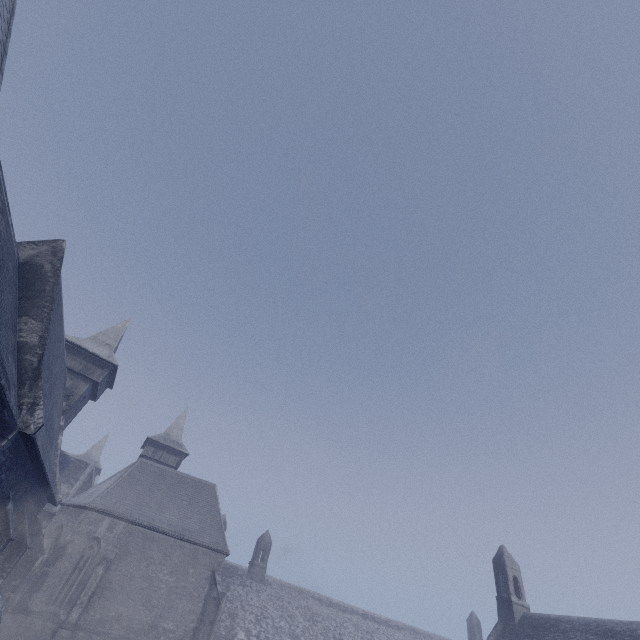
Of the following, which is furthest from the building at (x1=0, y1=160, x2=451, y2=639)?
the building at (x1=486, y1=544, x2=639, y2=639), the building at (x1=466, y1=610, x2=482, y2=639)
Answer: the building at (x1=466, y1=610, x2=482, y2=639)

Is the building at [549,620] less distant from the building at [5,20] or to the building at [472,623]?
the building at [5,20]

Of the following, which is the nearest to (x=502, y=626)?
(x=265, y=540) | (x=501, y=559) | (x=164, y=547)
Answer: (x=501, y=559)

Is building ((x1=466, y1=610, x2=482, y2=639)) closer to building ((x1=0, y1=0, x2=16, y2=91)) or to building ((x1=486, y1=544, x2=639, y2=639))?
building ((x1=0, y1=0, x2=16, y2=91))

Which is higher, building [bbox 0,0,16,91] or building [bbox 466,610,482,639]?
building [bbox 466,610,482,639]
